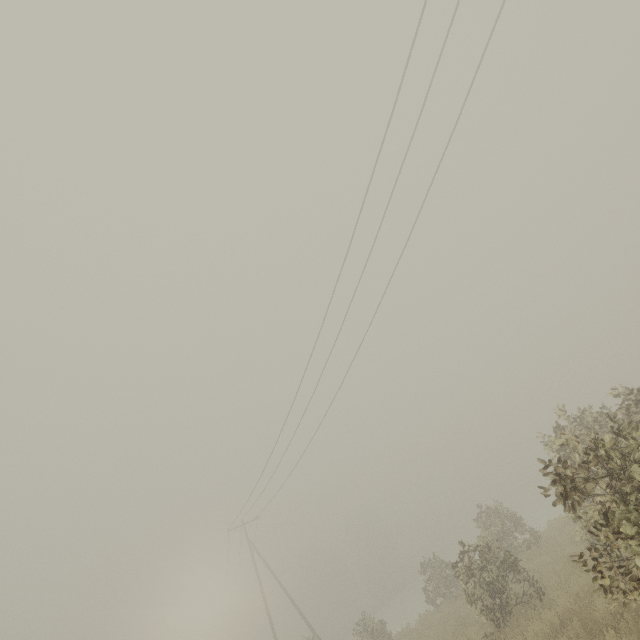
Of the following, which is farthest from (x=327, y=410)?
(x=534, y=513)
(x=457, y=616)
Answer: (x=534, y=513)
